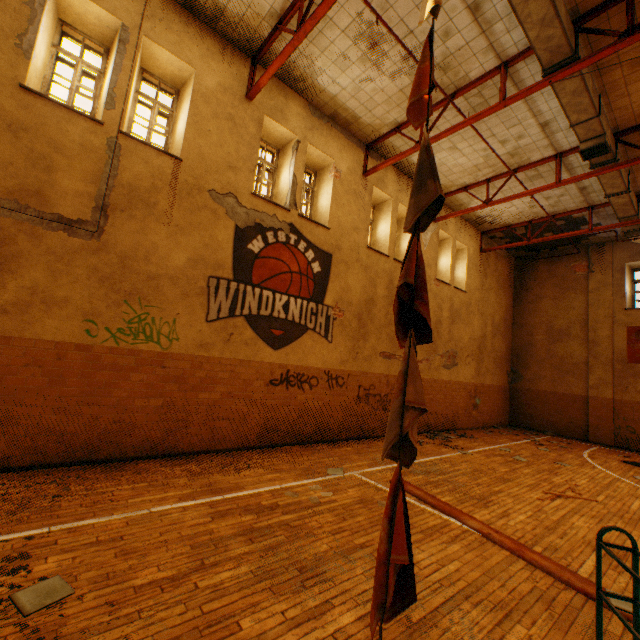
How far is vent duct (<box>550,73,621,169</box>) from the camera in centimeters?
666cm

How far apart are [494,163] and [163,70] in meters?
9.5 m

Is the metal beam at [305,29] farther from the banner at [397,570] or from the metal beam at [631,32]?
the metal beam at [631,32]

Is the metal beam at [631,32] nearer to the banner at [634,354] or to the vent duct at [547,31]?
the vent duct at [547,31]

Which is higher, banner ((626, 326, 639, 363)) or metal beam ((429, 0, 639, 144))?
metal beam ((429, 0, 639, 144))

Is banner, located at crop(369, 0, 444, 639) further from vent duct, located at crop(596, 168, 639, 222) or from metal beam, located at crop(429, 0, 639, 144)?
metal beam, located at crop(429, 0, 639, 144)

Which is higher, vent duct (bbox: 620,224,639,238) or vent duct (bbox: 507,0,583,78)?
vent duct (bbox: 507,0,583,78)

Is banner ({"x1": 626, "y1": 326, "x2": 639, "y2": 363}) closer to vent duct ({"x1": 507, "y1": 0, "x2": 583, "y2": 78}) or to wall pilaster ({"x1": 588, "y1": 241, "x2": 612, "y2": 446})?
wall pilaster ({"x1": 588, "y1": 241, "x2": 612, "y2": 446})
